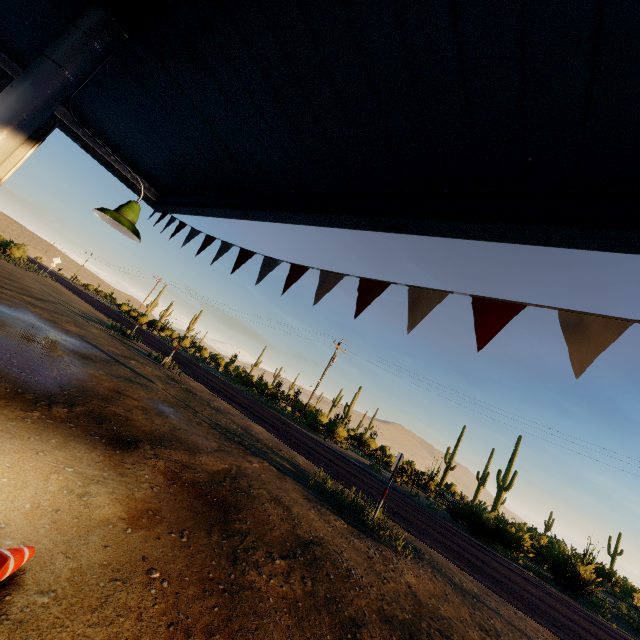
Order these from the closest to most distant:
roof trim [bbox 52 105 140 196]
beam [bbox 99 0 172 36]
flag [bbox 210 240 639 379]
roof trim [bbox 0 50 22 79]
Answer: flag [bbox 210 240 639 379], beam [bbox 99 0 172 36], roof trim [bbox 0 50 22 79], roof trim [bbox 52 105 140 196]

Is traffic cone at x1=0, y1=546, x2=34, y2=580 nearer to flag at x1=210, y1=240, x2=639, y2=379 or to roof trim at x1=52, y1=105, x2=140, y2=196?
flag at x1=210, y1=240, x2=639, y2=379

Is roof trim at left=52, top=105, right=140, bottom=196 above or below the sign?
above

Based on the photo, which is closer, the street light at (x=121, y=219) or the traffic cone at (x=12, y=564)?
the traffic cone at (x=12, y=564)

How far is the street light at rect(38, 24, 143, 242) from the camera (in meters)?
2.81

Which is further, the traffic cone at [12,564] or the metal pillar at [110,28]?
the metal pillar at [110,28]

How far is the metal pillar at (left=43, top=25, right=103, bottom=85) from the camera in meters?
2.6 m

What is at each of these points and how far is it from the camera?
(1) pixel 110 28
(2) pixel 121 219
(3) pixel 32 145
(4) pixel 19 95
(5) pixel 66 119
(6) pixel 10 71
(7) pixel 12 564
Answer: (1) metal pillar, 2.8m
(2) street light, 3.2m
(3) sign, 2.8m
(4) metal pillar, 2.5m
(5) roof trim, 5.5m
(6) roof trim, 4.9m
(7) traffic cone, 2.1m
